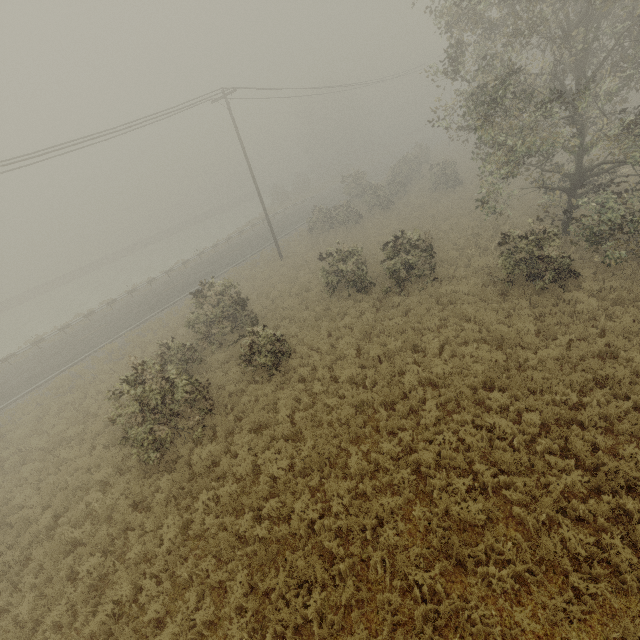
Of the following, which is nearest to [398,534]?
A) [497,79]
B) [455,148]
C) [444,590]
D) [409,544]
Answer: [409,544]
